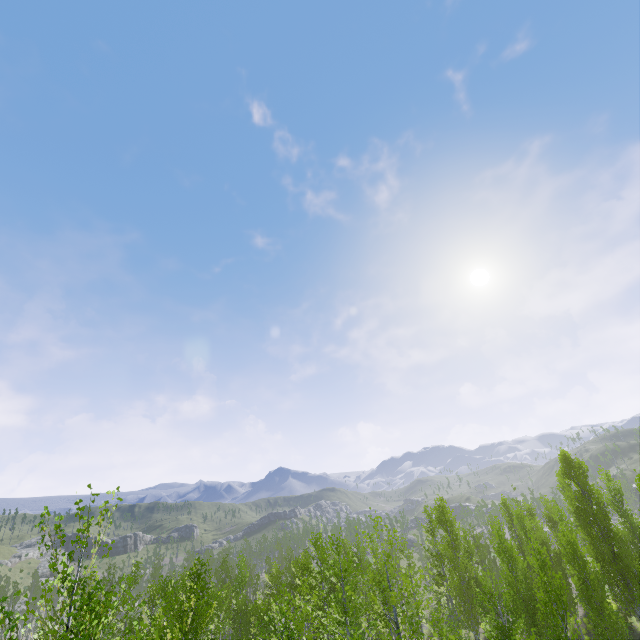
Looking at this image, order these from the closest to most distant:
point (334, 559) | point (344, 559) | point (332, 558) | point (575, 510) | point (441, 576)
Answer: point (344, 559), point (575, 510), point (441, 576), point (334, 559), point (332, 558)
